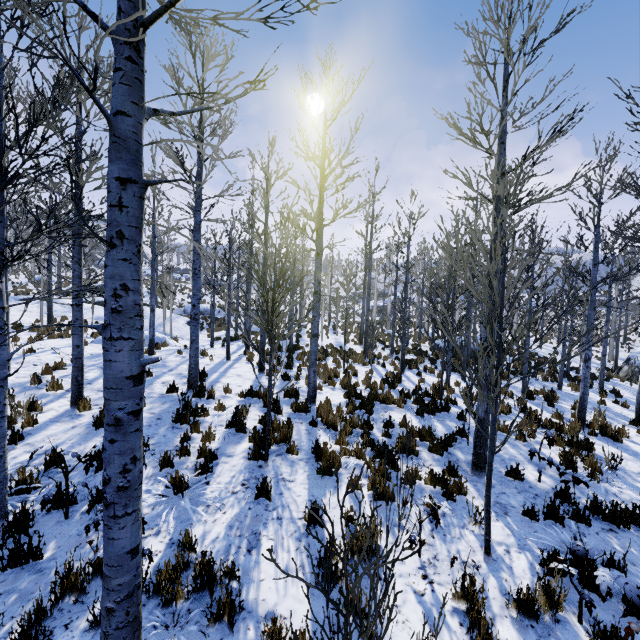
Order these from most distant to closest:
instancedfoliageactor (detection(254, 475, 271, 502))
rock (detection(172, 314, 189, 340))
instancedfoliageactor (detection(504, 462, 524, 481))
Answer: rock (detection(172, 314, 189, 340)) < instancedfoliageactor (detection(504, 462, 524, 481)) < instancedfoliageactor (detection(254, 475, 271, 502))

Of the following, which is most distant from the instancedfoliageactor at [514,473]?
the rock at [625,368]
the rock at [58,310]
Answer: the rock at [625,368]

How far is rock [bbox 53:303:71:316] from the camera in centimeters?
2092cm

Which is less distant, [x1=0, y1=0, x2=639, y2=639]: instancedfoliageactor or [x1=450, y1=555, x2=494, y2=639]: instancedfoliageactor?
[x1=0, y1=0, x2=639, y2=639]: instancedfoliageactor

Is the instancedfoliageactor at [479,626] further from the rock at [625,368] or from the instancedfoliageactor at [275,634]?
the rock at [625,368]

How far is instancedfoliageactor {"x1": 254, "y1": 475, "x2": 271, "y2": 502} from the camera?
5.1m

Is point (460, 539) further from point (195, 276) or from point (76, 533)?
point (195, 276)

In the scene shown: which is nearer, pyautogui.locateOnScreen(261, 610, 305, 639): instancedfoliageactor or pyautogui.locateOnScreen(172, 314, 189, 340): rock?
pyautogui.locateOnScreen(261, 610, 305, 639): instancedfoliageactor
